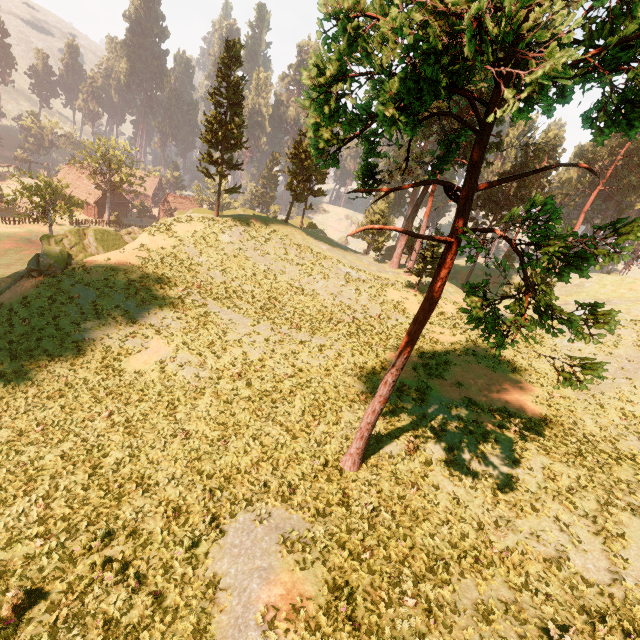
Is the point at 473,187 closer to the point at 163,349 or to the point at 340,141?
the point at 340,141

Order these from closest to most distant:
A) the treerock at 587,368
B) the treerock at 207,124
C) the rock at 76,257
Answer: the treerock at 587,368, the rock at 76,257, the treerock at 207,124

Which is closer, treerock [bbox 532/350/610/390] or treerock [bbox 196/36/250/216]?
treerock [bbox 532/350/610/390]

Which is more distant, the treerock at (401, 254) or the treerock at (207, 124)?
the treerock at (207, 124)

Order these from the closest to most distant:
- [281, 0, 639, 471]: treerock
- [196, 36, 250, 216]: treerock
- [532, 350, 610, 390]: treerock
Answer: [281, 0, 639, 471]: treerock < [532, 350, 610, 390]: treerock < [196, 36, 250, 216]: treerock

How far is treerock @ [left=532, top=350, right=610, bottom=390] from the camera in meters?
6.5 m

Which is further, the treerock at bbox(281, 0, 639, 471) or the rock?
the rock
